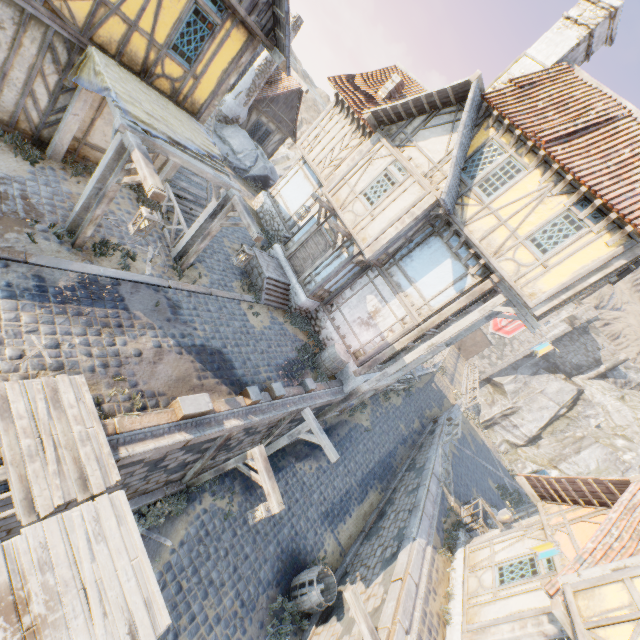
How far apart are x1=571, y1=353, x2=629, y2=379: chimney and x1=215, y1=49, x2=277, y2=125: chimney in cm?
4572

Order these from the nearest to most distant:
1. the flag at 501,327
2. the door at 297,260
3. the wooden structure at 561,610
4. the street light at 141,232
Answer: the wooden structure at 561,610 → the street light at 141,232 → the door at 297,260 → the flag at 501,327

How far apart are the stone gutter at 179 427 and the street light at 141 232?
3.7m

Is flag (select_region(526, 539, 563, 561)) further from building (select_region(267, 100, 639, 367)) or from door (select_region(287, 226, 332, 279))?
door (select_region(287, 226, 332, 279))

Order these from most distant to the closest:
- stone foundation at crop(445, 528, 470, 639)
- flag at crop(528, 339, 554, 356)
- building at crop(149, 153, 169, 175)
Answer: building at crop(149, 153, 169, 175) → flag at crop(528, 339, 554, 356) → stone foundation at crop(445, 528, 470, 639)

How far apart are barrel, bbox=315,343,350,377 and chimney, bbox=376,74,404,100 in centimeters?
1123cm

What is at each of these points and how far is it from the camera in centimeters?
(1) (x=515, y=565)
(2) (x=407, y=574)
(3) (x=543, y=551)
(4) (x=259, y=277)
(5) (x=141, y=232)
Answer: (1) building, 966cm
(2) stone blocks, 899cm
(3) flag, 624cm
(4) stairs, 1244cm
(5) street light, 636cm

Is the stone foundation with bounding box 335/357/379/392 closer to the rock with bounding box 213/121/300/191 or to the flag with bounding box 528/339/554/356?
the rock with bounding box 213/121/300/191
